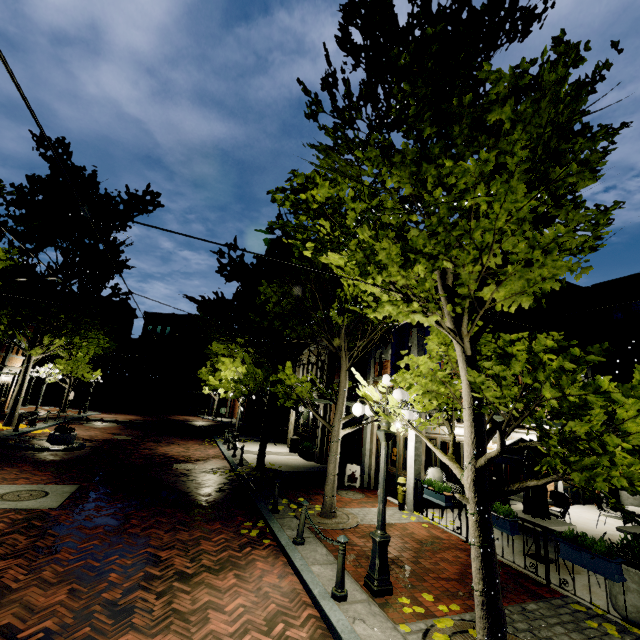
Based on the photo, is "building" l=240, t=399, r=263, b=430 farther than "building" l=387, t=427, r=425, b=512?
Yes

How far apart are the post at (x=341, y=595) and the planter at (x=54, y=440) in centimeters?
1449cm

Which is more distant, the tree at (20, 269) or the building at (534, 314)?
the building at (534, 314)

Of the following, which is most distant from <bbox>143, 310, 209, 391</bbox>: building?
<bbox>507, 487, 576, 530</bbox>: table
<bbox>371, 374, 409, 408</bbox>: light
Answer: <bbox>371, 374, 409, 408</bbox>: light

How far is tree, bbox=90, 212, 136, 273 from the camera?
19.61m

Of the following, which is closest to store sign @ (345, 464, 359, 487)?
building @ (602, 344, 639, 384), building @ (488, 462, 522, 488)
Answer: building @ (488, 462, 522, 488)

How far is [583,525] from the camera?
10.6m
